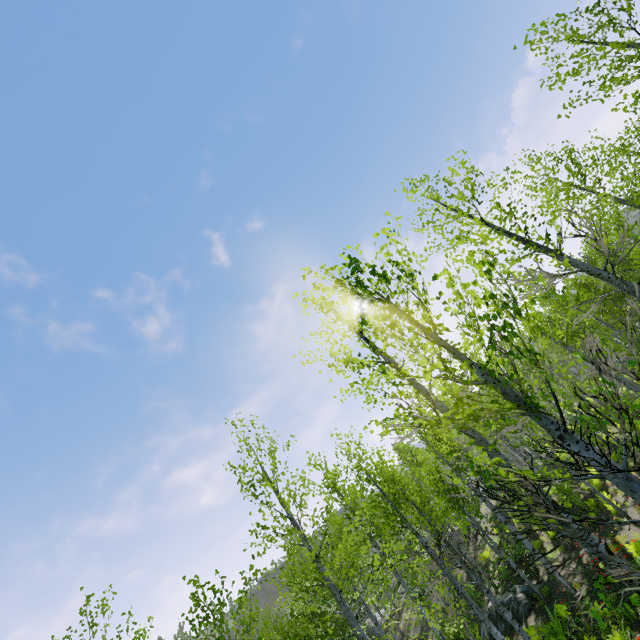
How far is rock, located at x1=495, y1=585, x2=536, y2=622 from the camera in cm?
1405

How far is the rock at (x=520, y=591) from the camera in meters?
14.0 m

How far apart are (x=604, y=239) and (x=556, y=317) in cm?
3145
